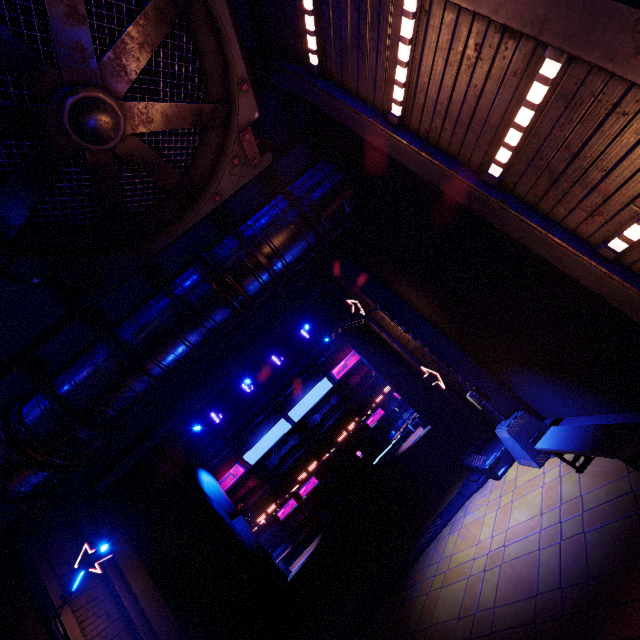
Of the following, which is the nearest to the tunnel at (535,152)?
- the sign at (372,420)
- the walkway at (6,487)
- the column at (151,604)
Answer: the walkway at (6,487)

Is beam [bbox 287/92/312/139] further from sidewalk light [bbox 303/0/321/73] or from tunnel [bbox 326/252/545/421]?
tunnel [bbox 326/252/545/421]

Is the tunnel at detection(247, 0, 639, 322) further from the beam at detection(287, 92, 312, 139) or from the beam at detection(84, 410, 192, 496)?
the beam at detection(84, 410, 192, 496)

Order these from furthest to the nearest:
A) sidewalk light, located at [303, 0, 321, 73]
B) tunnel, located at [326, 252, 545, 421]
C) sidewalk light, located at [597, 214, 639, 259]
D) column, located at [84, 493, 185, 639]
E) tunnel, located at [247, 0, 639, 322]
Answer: column, located at [84, 493, 185, 639] → tunnel, located at [326, 252, 545, 421] → sidewalk light, located at [303, 0, 321, 73] → sidewalk light, located at [597, 214, 639, 259] → tunnel, located at [247, 0, 639, 322]

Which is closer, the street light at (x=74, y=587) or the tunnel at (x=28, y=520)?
the street light at (x=74, y=587)

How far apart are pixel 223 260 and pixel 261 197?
2.1m

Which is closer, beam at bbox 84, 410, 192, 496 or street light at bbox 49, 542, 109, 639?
street light at bbox 49, 542, 109, 639

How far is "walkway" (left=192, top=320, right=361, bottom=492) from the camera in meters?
26.8
